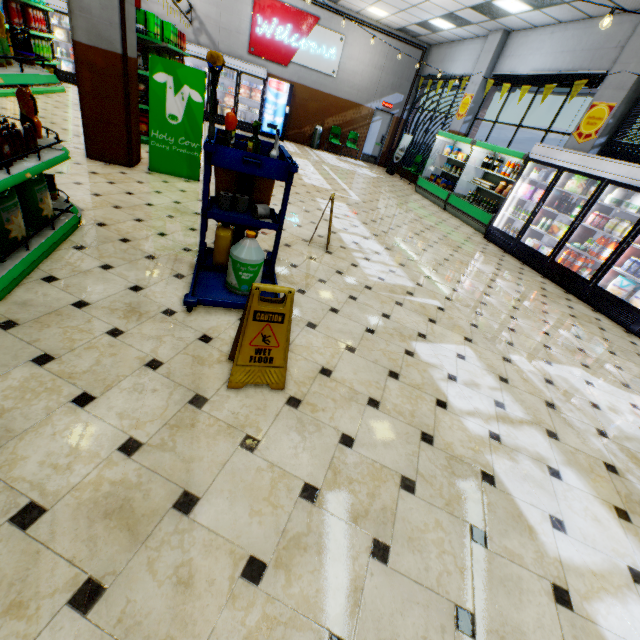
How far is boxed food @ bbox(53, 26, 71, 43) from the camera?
10.83m

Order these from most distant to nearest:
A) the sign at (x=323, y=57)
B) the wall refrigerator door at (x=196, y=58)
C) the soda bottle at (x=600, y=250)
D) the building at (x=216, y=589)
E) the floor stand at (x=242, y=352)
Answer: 1. the sign at (x=323, y=57)
2. the wall refrigerator door at (x=196, y=58)
3. the soda bottle at (x=600, y=250)
4. the floor stand at (x=242, y=352)
5. the building at (x=216, y=589)

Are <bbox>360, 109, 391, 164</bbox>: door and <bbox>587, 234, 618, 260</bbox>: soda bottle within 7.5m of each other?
no

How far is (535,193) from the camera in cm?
742

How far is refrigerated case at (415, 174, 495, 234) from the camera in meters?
8.7

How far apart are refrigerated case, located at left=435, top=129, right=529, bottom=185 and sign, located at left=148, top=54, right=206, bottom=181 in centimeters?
716cm

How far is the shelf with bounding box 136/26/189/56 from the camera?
6.3 meters

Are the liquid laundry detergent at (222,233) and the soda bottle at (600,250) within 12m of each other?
yes
